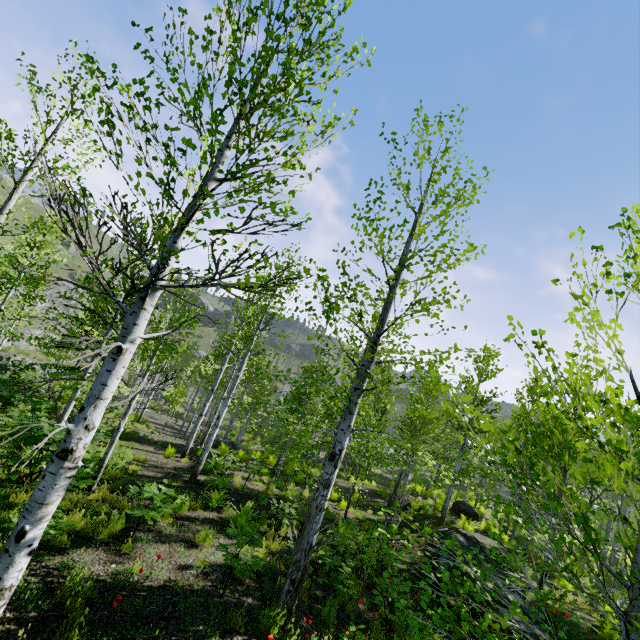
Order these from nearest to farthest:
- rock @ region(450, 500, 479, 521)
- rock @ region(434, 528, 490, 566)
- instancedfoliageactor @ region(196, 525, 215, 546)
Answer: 1. instancedfoliageactor @ region(196, 525, 215, 546)
2. rock @ region(434, 528, 490, 566)
3. rock @ region(450, 500, 479, 521)

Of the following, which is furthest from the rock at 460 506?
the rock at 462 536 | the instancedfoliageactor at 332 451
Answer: the rock at 462 536

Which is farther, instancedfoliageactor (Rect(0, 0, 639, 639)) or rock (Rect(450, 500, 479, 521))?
rock (Rect(450, 500, 479, 521))

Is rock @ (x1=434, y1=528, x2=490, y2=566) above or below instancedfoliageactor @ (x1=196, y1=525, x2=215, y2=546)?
above

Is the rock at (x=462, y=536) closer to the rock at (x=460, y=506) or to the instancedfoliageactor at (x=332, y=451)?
the instancedfoliageactor at (x=332, y=451)

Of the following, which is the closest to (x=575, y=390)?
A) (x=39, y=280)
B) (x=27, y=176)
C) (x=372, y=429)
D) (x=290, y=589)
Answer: → (x=372, y=429)

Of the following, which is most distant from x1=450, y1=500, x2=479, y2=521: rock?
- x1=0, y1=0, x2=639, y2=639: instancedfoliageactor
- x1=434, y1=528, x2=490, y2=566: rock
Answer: x1=434, y1=528, x2=490, y2=566: rock
